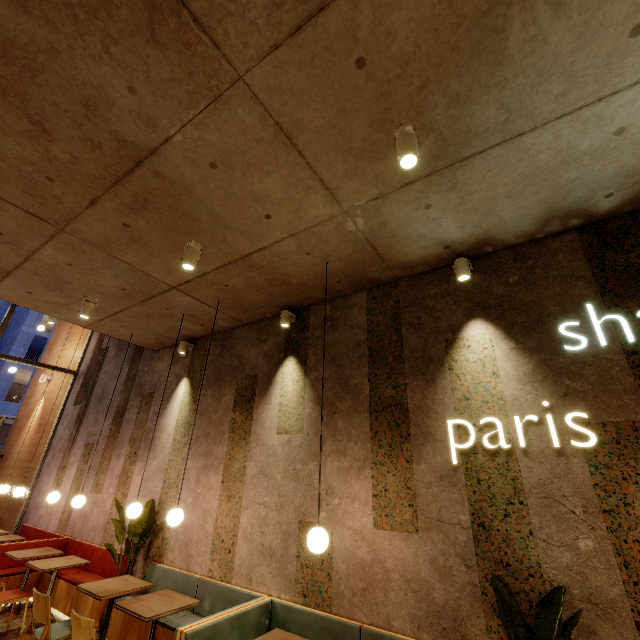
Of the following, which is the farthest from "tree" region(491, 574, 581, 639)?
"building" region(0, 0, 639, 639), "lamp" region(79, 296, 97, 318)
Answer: "lamp" region(79, 296, 97, 318)

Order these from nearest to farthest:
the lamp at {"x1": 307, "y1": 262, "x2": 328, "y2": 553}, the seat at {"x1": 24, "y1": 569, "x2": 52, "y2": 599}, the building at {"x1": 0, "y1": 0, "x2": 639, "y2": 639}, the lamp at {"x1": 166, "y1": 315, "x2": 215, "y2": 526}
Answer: the building at {"x1": 0, "y1": 0, "x2": 639, "y2": 639}
the lamp at {"x1": 307, "y1": 262, "x2": 328, "y2": 553}
the lamp at {"x1": 166, "y1": 315, "x2": 215, "y2": 526}
the seat at {"x1": 24, "y1": 569, "x2": 52, "y2": 599}

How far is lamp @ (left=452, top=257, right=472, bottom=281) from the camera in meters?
3.7 m

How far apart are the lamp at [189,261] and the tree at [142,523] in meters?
3.9 m

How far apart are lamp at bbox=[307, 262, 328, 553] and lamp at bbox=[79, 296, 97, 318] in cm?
397

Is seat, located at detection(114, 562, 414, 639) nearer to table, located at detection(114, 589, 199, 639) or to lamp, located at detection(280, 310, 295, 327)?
table, located at detection(114, 589, 199, 639)

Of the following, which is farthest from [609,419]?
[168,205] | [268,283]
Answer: [168,205]

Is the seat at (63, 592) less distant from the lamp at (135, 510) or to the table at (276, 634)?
the lamp at (135, 510)
